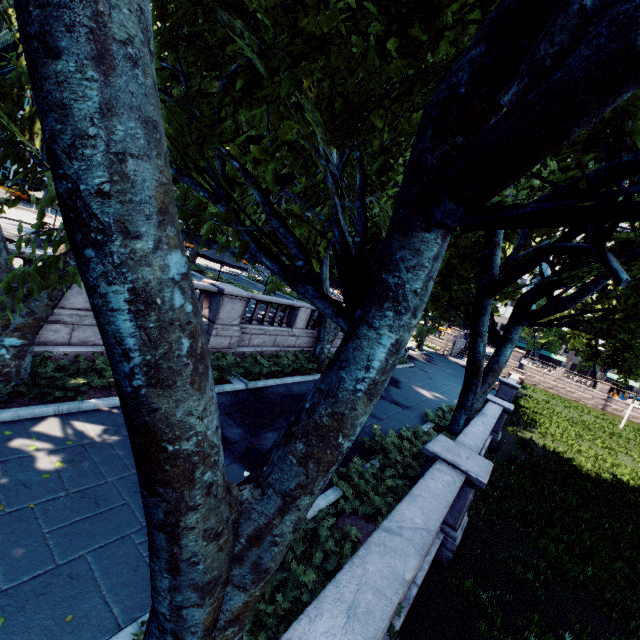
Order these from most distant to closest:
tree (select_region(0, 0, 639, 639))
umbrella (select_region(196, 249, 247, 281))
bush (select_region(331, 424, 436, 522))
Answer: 1. umbrella (select_region(196, 249, 247, 281))
2. bush (select_region(331, 424, 436, 522))
3. tree (select_region(0, 0, 639, 639))

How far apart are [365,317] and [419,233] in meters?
0.9 m

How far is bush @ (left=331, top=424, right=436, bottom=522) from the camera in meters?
7.1

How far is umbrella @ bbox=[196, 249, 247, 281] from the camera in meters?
16.8

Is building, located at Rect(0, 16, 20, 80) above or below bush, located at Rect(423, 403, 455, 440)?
above

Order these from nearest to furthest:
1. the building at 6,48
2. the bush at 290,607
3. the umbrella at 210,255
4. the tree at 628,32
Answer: the tree at 628,32 < the bush at 290,607 < the umbrella at 210,255 < the building at 6,48

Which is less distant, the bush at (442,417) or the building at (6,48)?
the bush at (442,417)

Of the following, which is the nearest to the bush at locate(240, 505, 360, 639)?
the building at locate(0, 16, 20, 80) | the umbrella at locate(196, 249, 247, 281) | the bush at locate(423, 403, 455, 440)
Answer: the bush at locate(423, 403, 455, 440)
